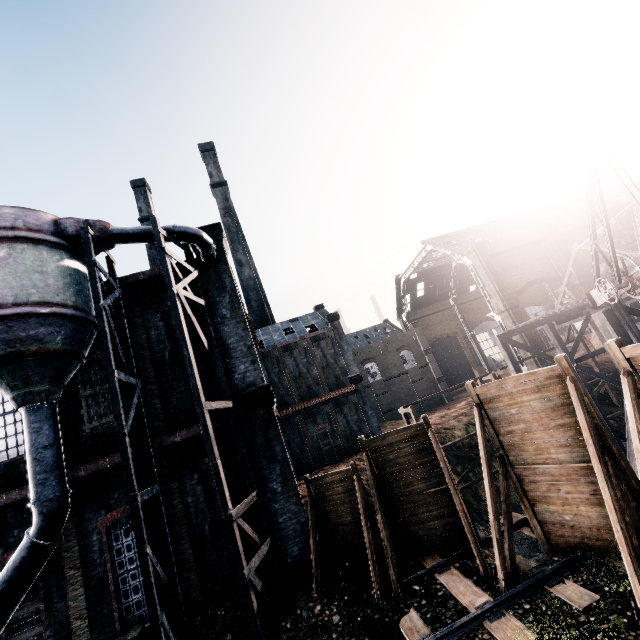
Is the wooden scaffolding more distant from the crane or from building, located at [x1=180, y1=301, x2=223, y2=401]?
building, located at [x1=180, y1=301, x2=223, y2=401]

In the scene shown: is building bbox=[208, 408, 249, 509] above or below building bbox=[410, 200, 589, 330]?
below

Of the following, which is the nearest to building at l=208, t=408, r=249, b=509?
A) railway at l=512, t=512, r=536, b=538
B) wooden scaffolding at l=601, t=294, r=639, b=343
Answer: railway at l=512, t=512, r=536, b=538

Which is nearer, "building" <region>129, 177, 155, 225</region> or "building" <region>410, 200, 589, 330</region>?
"building" <region>410, 200, 589, 330</region>

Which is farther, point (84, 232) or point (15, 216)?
point (84, 232)

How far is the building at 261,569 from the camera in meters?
12.4

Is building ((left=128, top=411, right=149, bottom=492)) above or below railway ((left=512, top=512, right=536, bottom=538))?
above
